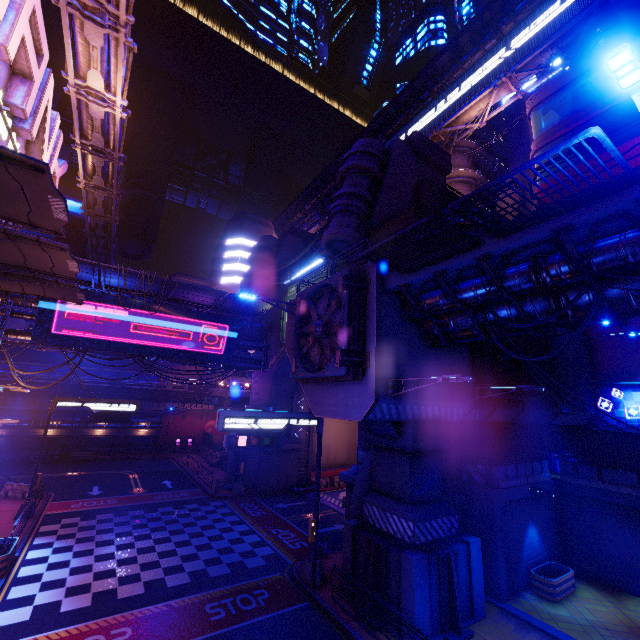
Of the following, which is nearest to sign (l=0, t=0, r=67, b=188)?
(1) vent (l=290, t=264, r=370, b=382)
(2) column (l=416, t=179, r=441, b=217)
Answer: (1) vent (l=290, t=264, r=370, b=382)

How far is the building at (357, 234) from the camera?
19.44m

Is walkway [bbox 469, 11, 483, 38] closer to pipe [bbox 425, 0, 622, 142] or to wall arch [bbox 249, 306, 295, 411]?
pipe [bbox 425, 0, 622, 142]

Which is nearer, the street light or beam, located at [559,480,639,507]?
the street light

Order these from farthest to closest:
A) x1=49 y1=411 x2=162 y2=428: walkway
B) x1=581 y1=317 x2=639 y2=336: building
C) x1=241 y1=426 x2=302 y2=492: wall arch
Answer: x1=49 y1=411 x2=162 y2=428: walkway, x1=241 y1=426 x2=302 y2=492: wall arch, x1=581 y1=317 x2=639 y2=336: building

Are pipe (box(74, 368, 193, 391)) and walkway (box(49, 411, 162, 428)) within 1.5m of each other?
no

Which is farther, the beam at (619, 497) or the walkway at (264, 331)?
the walkway at (264, 331)

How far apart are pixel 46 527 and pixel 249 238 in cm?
4874
